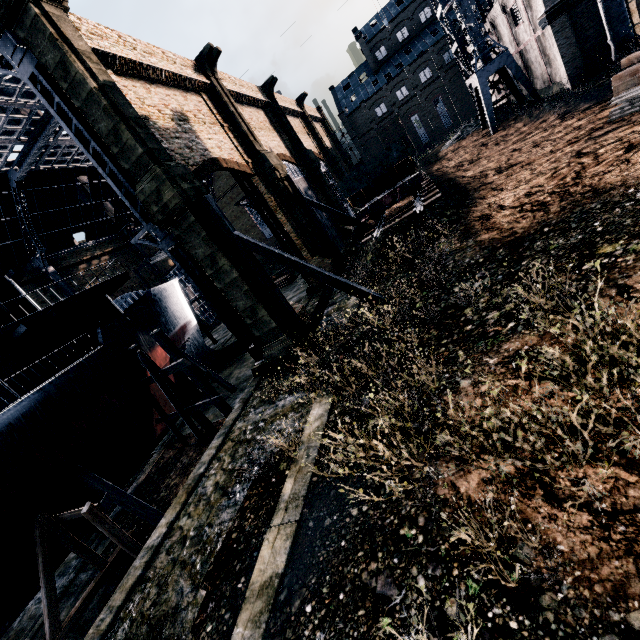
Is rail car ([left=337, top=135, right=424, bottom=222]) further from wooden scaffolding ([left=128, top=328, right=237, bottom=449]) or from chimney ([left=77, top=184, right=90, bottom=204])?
chimney ([left=77, top=184, right=90, bottom=204])

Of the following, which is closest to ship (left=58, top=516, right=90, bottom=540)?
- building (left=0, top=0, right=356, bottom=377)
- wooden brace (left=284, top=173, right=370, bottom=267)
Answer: building (left=0, top=0, right=356, bottom=377)

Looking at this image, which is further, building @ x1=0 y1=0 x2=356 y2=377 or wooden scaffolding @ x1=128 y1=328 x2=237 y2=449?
wooden scaffolding @ x1=128 y1=328 x2=237 y2=449

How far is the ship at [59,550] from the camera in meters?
15.1

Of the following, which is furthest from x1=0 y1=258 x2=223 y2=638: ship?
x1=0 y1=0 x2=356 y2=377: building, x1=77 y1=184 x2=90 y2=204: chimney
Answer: x1=77 y1=184 x2=90 y2=204: chimney

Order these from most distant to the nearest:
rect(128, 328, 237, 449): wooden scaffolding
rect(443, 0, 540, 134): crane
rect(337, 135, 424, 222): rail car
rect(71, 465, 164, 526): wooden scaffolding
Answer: rect(443, 0, 540, 134): crane, rect(337, 135, 424, 222): rail car, rect(128, 328, 237, 449): wooden scaffolding, rect(71, 465, 164, 526): wooden scaffolding

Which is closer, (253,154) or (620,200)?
(620,200)

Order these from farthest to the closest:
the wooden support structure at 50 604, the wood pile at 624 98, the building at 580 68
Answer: the building at 580 68 < the wood pile at 624 98 < the wooden support structure at 50 604
